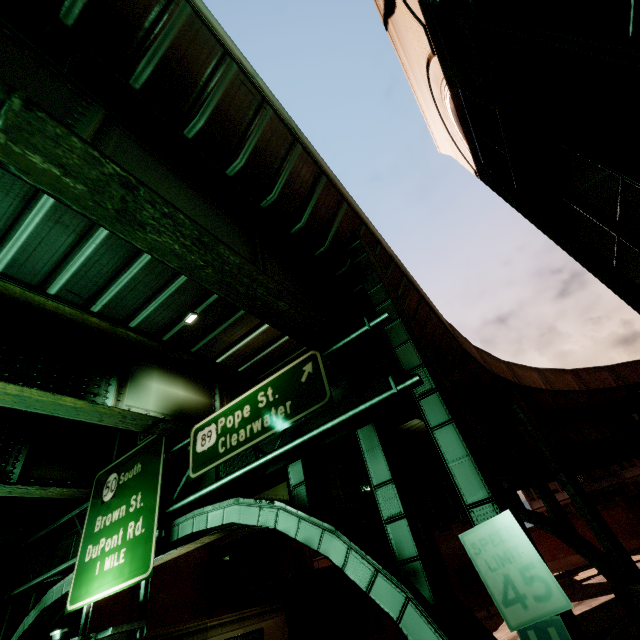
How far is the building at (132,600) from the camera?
22.41m

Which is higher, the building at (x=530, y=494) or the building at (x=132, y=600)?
the building at (x=530, y=494)

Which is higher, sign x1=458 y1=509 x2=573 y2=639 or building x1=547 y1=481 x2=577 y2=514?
building x1=547 y1=481 x2=577 y2=514

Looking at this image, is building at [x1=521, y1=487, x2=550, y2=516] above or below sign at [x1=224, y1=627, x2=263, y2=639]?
above

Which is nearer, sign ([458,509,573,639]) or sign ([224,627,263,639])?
sign ([458,509,573,639])

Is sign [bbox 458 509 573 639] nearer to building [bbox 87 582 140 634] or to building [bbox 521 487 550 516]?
building [bbox 87 582 140 634]

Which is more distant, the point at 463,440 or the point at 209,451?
the point at 209,451

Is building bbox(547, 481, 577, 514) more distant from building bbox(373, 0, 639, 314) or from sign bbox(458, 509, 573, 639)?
sign bbox(458, 509, 573, 639)
